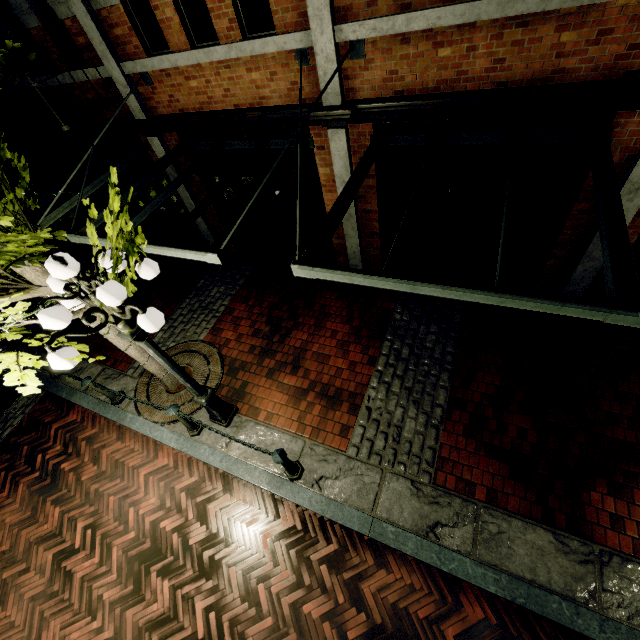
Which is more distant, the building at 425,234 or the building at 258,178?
the building at 258,178

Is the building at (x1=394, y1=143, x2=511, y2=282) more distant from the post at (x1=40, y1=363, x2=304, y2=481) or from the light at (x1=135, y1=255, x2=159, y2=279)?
the post at (x1=40, y1=363, x2=304, y2=481)

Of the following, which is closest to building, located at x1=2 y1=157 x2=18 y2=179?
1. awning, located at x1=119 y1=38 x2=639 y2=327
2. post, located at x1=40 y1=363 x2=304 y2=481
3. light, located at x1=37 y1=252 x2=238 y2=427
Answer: awning, located at x1=119 y1=38 x2=639 y2=327

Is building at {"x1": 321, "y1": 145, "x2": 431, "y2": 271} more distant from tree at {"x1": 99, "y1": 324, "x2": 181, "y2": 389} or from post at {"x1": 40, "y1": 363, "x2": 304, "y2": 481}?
post at {"x1": 40, "y1": 363, "x2": 304, "y2": 481}

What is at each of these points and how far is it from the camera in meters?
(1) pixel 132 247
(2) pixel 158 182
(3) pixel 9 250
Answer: (1) tree, 3.1 m
(2) building, 8.0 m
(3) tree, 3.1 m

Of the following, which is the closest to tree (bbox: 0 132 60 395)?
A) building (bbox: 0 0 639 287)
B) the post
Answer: building (bbox: 0 0 639 287)

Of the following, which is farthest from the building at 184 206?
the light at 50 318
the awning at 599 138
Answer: Result: the light at 50 318
